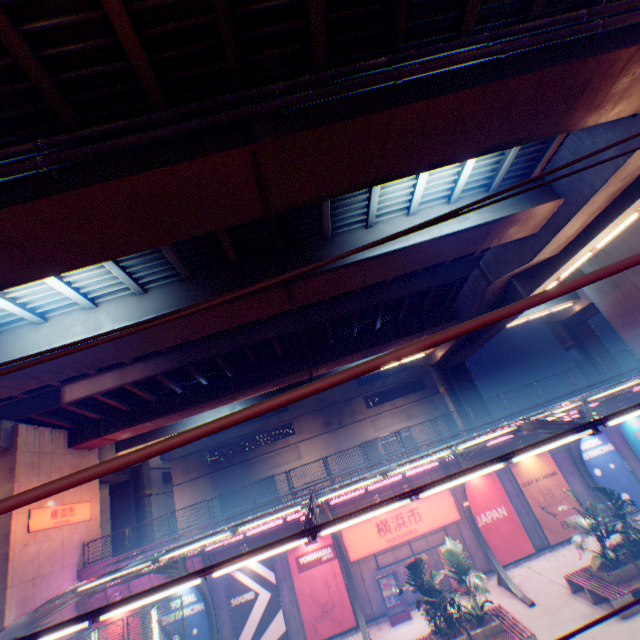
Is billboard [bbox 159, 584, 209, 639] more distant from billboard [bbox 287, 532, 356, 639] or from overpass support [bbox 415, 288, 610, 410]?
overpass support [bbox 415, 288, 610, 410]

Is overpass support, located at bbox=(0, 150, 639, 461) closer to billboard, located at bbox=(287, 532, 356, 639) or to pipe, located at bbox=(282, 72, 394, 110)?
pipe, located at bbox=(282, 72, 394, 110)

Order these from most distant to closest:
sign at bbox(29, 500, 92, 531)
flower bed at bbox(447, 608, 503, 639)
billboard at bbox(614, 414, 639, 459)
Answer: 1. billboard at bbox(614, 414, 639, 459)
2. sign at bbox(29, 500, 92, 531)
3. flower bed at bbox(447, 608, 503, 639)

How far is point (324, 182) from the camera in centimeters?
814cm

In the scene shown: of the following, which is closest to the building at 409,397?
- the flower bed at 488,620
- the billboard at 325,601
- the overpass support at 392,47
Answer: the overpass support at 392,47

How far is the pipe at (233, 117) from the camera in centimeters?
625cm

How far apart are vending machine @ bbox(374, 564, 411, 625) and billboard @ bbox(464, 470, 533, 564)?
4.91m

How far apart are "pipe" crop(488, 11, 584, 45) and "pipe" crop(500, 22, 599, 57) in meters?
0.3
